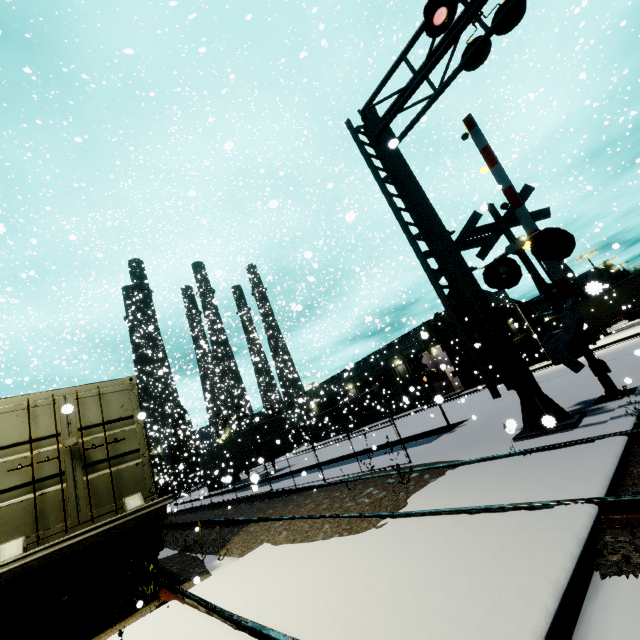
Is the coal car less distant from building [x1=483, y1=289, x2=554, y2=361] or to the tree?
building [x1=483, y1=289, x2=554, y2=361]

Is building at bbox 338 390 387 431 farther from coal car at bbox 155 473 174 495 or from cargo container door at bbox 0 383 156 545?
cargo container door at bbox 0 383 156 545

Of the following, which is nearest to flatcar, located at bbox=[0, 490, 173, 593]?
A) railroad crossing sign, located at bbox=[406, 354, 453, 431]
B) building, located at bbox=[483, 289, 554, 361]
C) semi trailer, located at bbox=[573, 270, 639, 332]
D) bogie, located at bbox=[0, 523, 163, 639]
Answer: bogie, located at bbox=[0, 523, 163, 639]

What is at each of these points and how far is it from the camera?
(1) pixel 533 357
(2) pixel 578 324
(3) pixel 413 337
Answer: (1) semi trailer, 34.2 meters
(2) railroad crossing gate, 7.3 meters
(3) building, 35.9 meters

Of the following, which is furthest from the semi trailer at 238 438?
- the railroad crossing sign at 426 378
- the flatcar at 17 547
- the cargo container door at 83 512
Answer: the railroad crossing sign at 426 378

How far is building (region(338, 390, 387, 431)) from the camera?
39.6 meters

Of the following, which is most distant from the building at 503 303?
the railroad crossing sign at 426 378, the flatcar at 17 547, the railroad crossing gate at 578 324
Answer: the railroad crossing sign at 426 378

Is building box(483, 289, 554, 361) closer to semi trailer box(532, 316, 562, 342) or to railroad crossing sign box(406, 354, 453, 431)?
semi trailer box(532, 316, 562, 342)
